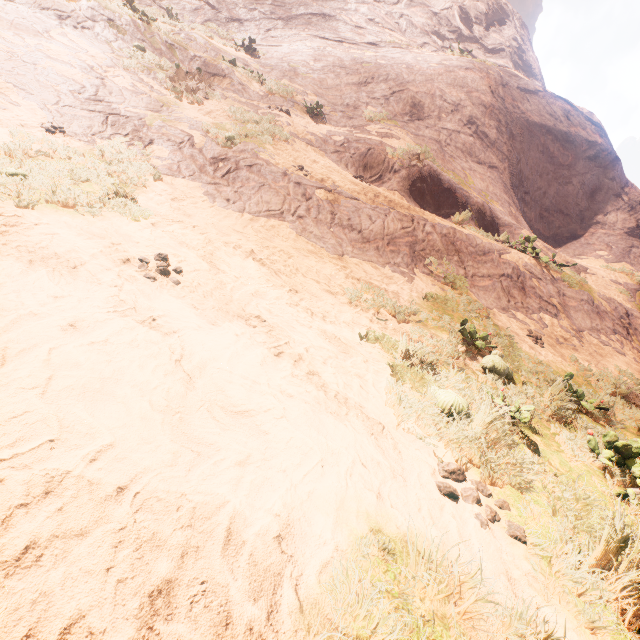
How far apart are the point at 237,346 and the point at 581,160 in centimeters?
2141cm
